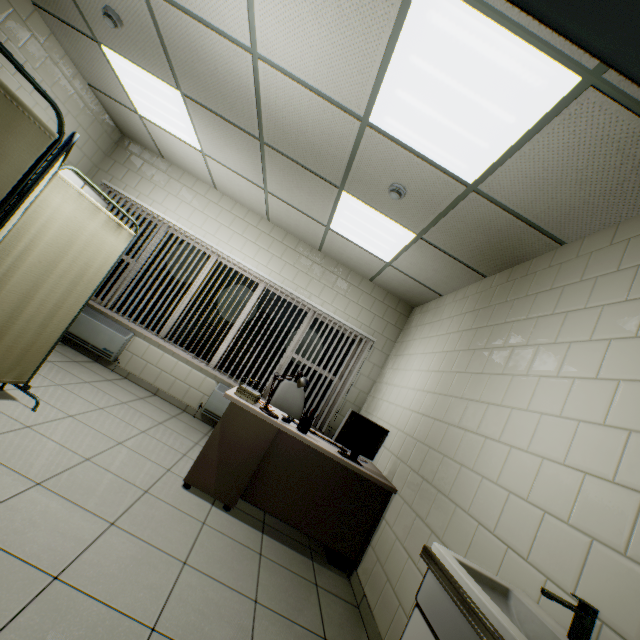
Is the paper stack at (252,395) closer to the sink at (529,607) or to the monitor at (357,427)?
the monitor at (357,427)

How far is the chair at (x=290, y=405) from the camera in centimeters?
429cm

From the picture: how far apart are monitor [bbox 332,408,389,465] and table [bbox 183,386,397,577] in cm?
2

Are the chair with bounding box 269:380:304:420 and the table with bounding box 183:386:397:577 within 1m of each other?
yes

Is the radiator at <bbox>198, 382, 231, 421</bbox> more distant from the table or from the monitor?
the monitor

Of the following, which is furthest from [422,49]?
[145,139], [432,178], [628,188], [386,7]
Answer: [145,139]

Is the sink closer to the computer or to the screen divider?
the computer

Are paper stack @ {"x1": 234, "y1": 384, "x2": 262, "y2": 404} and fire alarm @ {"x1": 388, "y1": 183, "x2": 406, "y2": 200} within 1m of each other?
no
